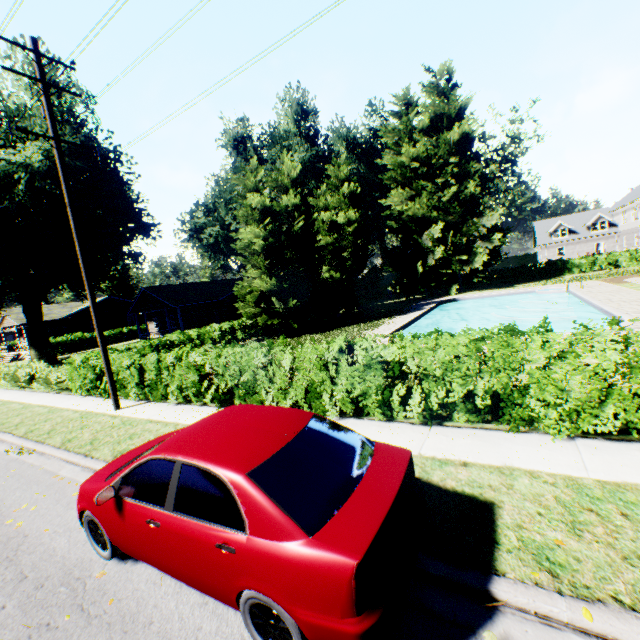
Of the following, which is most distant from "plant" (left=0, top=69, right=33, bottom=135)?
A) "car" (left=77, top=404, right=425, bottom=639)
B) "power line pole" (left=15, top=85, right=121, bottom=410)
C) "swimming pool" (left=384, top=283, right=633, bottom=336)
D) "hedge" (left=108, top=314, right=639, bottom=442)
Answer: "car" (left=77, top=404, right=425, bottom=639)

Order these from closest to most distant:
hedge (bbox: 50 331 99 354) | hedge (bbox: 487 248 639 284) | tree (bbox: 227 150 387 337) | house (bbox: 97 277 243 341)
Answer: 1. tree (bbox: 227 150 387 337)
2. house (bbox: 97 277 243 341)
3. hedge (bbox: 487 248 639 284)
4. hedge (bbox: 50 331 99 354)

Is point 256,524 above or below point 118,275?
below

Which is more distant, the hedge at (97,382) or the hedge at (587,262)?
the hedge at (587,262)

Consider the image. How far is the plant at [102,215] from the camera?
23.5 meters

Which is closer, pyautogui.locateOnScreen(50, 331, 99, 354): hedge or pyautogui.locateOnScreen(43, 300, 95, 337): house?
pyautogui.locateOnScreen(50, 331, 99, 354): hedge

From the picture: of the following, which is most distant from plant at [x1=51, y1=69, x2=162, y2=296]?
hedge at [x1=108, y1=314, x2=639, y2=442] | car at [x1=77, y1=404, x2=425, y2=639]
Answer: car at [x1=77, y1=404, x2=425, y2=639]

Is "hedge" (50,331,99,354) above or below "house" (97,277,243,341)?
below
